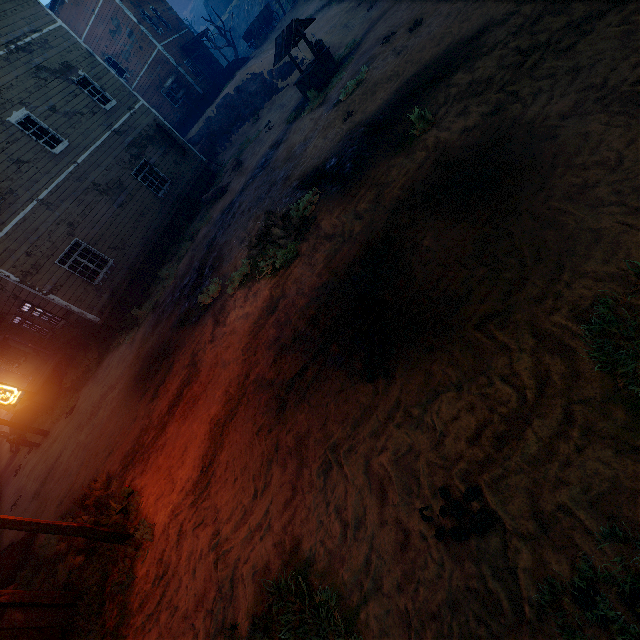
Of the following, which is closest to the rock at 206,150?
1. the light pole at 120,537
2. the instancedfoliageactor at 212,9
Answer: the light pole at 120,537

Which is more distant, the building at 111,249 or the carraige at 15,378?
the carraige at 15,378

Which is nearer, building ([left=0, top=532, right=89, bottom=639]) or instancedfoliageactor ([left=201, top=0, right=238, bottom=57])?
Result: building ([left=0, top=532, right=89, bottom=639])

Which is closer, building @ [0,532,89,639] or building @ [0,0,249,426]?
building @ [0,532,89,639]

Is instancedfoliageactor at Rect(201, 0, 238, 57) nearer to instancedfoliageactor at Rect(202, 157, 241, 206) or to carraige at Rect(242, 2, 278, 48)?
carraige at Rect(242, 2, 278, 48)

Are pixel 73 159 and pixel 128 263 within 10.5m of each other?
yes

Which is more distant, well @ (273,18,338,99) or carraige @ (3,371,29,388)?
carraige @ (3,371,29,388)

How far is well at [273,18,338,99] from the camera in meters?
12.4
